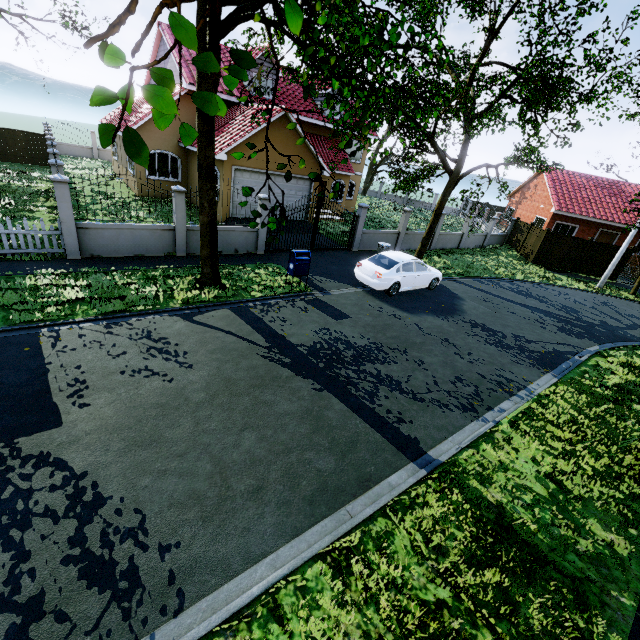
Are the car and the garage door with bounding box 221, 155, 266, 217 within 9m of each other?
yes

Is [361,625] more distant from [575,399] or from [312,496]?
[575,399]

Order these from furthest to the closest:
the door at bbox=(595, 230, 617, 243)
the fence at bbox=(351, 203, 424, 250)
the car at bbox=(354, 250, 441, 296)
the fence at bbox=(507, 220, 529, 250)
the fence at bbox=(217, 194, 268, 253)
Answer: the door at bbox=(595, 230, 617, 243), the fence at bbox=(507, 220, 529, 250), the fence at bbox=(351, 203, 424, 250), the fence at bbox=(217, 194, 268, 253), the car at bbox=(354, 250, 441, 296)

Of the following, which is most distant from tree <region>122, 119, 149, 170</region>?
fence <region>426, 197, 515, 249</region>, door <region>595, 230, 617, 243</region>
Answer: door <region>595, 230, 617, 243</region>

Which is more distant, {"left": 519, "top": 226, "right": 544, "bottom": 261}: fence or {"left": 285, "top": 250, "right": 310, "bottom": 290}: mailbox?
{"left": 519, "top": 226, "right": 544, "bottom": 261}: fence

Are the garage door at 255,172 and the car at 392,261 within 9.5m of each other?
yes

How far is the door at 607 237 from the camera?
27.2 meters

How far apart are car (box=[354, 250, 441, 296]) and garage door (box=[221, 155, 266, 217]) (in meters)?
7.67
